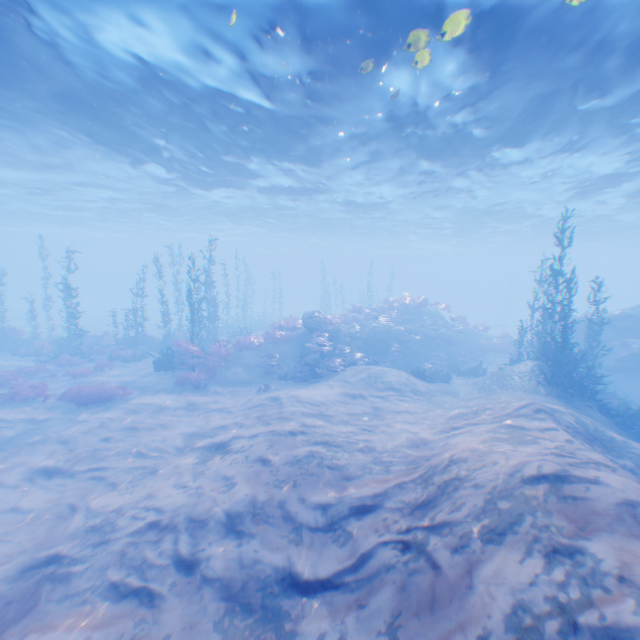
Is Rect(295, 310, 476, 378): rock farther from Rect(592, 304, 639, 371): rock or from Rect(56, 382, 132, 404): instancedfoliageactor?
Rect(56, 382, 132, 404): instancedfoliageactor

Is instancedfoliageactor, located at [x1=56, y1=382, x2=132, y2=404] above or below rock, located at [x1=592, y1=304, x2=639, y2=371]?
below

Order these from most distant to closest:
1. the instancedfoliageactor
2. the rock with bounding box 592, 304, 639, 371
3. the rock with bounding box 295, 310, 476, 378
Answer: the rock with bounding box 295, 310, 476, 378
the rock with bounding box 592, 304, 639, 371
the instancedfoliageactor

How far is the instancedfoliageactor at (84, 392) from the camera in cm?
1416

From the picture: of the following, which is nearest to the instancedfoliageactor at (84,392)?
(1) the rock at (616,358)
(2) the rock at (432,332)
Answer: (1) the rock at (616,358)

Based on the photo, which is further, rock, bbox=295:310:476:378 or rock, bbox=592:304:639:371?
rock, bbox=295:310:476:378

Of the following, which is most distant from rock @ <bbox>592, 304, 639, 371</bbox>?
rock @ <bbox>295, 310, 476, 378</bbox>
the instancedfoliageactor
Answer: the instancedfoliageactor

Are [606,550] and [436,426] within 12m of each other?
yes
